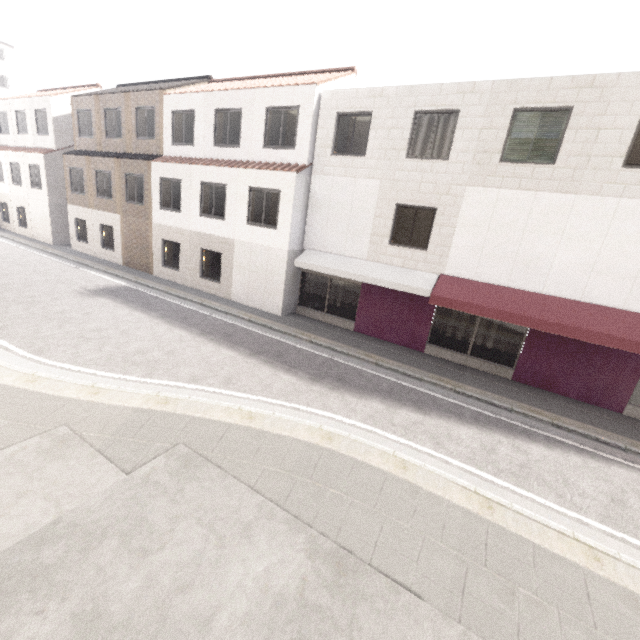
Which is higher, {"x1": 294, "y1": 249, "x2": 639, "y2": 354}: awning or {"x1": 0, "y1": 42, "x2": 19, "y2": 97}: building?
{"x1": 0, "y1": 42, "x2": 19, "y2": 97}: building

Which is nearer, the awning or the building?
the awning

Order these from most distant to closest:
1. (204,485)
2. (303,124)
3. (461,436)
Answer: (303,124) < (461,436) < (204,485)

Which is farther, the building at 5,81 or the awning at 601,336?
the building at 5,81

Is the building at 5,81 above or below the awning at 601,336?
above
